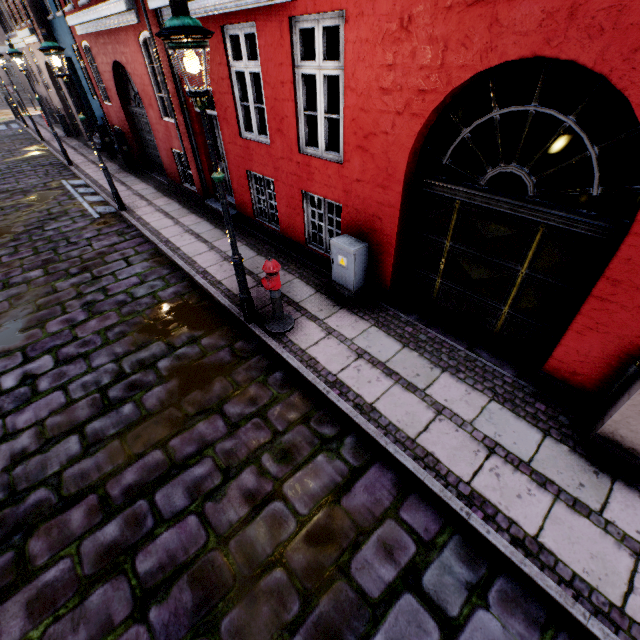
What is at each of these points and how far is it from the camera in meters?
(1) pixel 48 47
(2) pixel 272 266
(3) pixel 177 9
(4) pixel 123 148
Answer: (1) street light, 7.0
(2) hydrant, 4.5
(3) street light, 2.9
(4) electrical box, 12.2

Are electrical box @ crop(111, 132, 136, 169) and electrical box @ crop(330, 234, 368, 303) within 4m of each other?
no

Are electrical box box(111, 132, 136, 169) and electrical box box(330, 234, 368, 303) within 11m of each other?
no

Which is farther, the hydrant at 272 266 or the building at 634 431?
the hydrant at 272 266

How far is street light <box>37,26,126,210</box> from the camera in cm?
698

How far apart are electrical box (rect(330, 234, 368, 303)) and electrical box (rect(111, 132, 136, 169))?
11.6 meters

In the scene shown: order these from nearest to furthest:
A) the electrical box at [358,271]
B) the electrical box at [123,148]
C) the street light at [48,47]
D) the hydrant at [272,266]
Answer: the hydrant at [272,266] → the electrical box at [358,271] → the street light at [48,47] → the electrical box at [123,148]

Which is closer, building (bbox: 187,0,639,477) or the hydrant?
building (bbox: 187,0,639,477)
